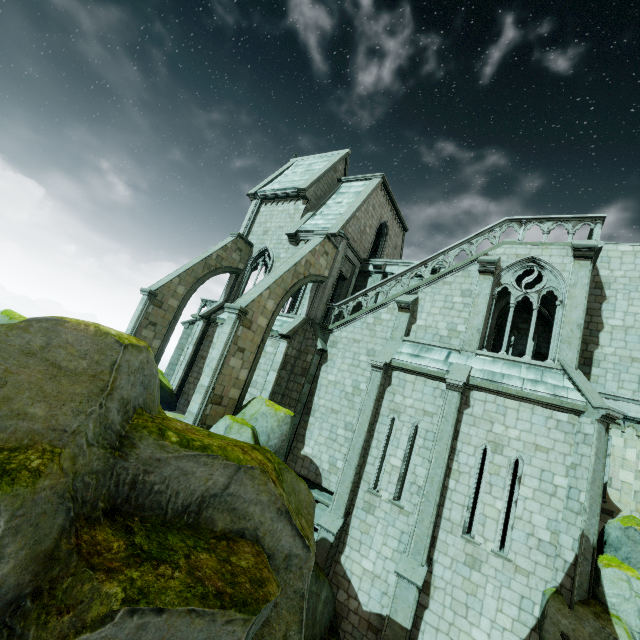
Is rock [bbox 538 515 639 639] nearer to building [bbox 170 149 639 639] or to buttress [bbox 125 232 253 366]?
building [bbox 170 149 639 639]

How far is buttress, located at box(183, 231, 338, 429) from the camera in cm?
1256

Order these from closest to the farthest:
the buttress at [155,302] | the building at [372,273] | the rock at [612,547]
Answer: the rock at [612,547], the building at [372,273], the buttress at [155,302]

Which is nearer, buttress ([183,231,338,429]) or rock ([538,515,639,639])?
rock ([538,515,639,639])

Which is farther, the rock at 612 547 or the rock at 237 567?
the rock at 612 547

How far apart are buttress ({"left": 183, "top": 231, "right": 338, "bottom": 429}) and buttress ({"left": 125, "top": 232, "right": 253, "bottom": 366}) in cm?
590

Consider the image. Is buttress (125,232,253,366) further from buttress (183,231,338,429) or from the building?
buttress (183,231,338,429)

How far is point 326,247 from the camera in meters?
17.4 m
